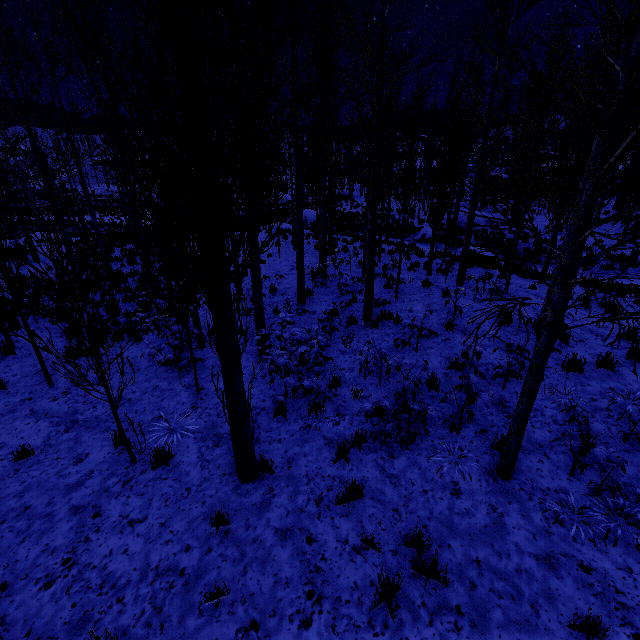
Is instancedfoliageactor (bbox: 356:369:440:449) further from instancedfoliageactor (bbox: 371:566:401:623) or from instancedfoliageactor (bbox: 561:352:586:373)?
instancedfoliageactor (bbox: 371:566:401:623)

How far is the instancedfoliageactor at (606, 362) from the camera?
6.10m

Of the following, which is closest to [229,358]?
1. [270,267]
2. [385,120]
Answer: [270,267]

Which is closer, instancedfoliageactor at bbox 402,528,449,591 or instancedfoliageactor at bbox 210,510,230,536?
instancedfoliageactor at bbox 402,528,449,591

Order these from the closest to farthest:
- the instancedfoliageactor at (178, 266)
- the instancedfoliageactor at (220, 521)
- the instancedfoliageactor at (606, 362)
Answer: the instancedfoliageactor at (178, 266)
the instancedfoliageactor at (220, 521)
the instancedfoliageactor at (606, 362)

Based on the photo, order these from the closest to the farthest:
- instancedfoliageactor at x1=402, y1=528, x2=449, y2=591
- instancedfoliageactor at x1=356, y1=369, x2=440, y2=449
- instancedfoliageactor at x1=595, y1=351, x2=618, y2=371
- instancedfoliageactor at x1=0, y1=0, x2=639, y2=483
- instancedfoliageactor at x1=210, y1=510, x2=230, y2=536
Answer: instancedfoliageactor at x1=0, y1=0, x2=639, y2=483, instancedfoliageactor at x1=402, y1=528, x2=449, y2=591, instancedfoliageactor at x1=210, y1=510, x2=230, y2=536, instancedfoliageactor at x1=356, y1=369, x2=440, y2=449, instancedfoliageactor at x1=595, y1=351, x2=618, y2=371
